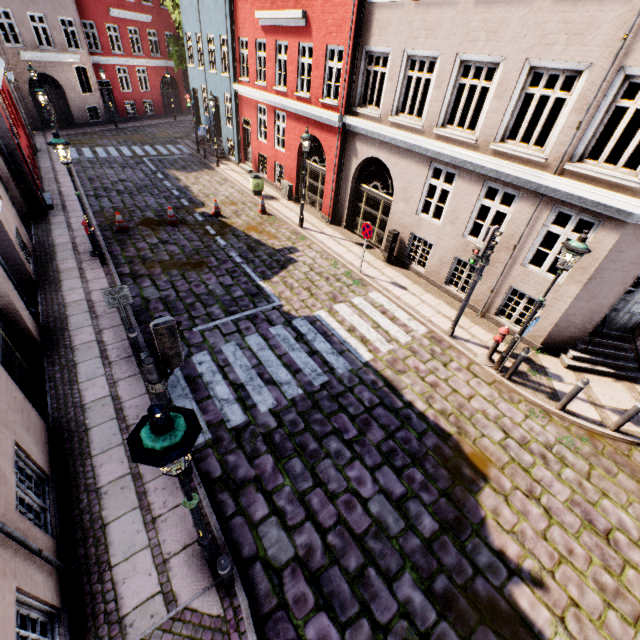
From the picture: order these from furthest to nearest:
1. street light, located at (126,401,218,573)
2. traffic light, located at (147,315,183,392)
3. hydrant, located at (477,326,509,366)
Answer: hydrant, located at (477,326,509,366) → traffic light, located at (147,315,183,392) → street light, located at (126,401,218,573)

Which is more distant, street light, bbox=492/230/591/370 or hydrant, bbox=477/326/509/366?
hydrant, bbox=477/326/509/366

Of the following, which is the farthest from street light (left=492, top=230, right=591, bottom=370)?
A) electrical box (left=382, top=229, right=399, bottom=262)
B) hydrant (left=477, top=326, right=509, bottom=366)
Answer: electrical box (left=382, top=229, right=399, bottom=262)

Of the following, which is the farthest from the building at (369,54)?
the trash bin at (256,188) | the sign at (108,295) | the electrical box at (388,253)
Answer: the sign at (108,295)

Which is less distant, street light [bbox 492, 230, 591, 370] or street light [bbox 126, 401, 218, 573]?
street light [bbox 126, 401, 218, 573]

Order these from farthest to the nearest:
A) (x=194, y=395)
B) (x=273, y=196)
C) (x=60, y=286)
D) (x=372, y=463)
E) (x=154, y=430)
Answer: (x=273, y=196)
(x=60, y=286)
(x=194, y=395)
(x=372, y=463)
(x=154, y=430)

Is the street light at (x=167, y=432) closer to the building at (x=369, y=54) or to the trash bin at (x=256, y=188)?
the building at (x=369, y=54)

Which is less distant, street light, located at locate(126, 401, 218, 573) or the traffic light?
street light, located at locate(126, 401, 218, 573)
